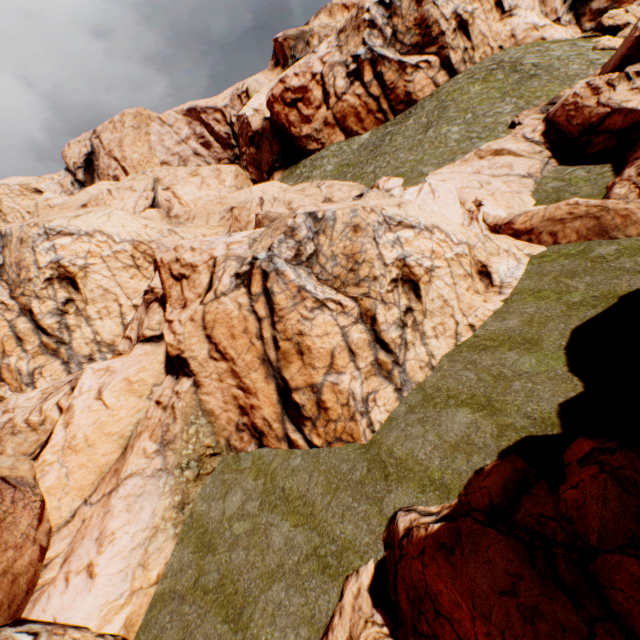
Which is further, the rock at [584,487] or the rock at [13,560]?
the rock at [13,560]

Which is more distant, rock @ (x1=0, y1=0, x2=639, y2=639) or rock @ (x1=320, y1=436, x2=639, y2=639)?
rock @ (x1=0, y1=0, x2=639, y2=639)

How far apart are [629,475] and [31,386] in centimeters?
Answer: 3261cm
